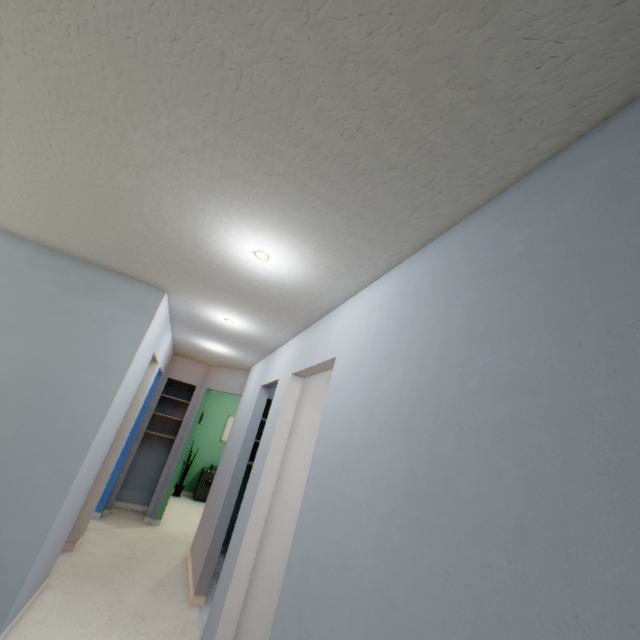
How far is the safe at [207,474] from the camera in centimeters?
696cm

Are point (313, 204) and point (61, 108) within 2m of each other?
yes

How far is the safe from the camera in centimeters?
696cm
